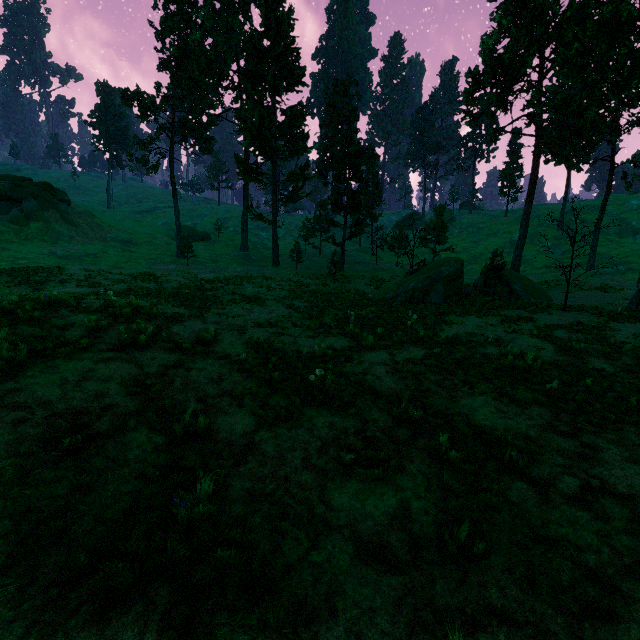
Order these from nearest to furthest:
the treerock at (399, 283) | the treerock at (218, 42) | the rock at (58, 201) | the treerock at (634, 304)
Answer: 1. the treerock at (399, 283)
2. the treerock at (634, 304)
3. the treerock at (218, 42)
4. the rock at (58, 201)

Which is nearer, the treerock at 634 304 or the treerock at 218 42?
the treerock at 634 304

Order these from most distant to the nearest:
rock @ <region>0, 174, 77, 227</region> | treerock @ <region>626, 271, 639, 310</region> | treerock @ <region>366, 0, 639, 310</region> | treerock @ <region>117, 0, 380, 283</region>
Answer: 1. rock @ <region>0, 174, 77, 227</region>
2. treerock @ <region>117, 0, 380, 283</region>
3. treerock @ <region>626, 271, 639, 310</region>
4. treerock @ <region>366, 0, 639, 310</region>

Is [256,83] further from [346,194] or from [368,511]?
[368,511]

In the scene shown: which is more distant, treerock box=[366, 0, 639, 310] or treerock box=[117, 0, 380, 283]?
treerock box=[117, 0, 380, 283]

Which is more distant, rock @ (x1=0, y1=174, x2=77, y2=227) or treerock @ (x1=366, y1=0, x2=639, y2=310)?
rock @ (x1=0, y1=174, x2=77, y2=227)
